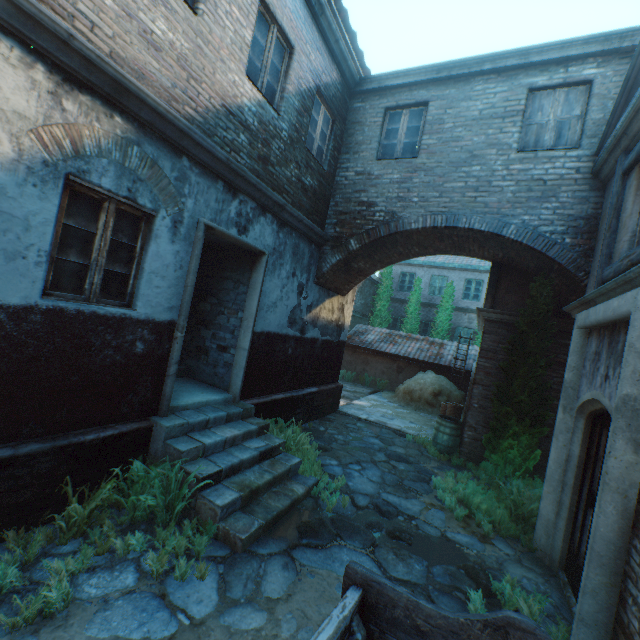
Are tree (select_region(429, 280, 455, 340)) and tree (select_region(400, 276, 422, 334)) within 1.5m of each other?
yes

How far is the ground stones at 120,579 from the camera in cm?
291

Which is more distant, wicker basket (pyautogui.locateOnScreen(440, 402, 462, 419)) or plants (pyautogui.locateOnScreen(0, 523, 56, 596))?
wicker basket (pyautogui.locateOnScreen(440, 402, 462, 419))

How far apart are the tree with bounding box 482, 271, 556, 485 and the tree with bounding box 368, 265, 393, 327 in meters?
13.0 m

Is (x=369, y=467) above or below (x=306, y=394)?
below

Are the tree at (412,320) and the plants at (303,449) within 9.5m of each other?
no

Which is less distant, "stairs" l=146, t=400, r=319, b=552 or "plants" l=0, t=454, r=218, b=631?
"plants" l=0, t=454, r=218, b=631

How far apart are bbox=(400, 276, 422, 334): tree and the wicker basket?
8.7m
